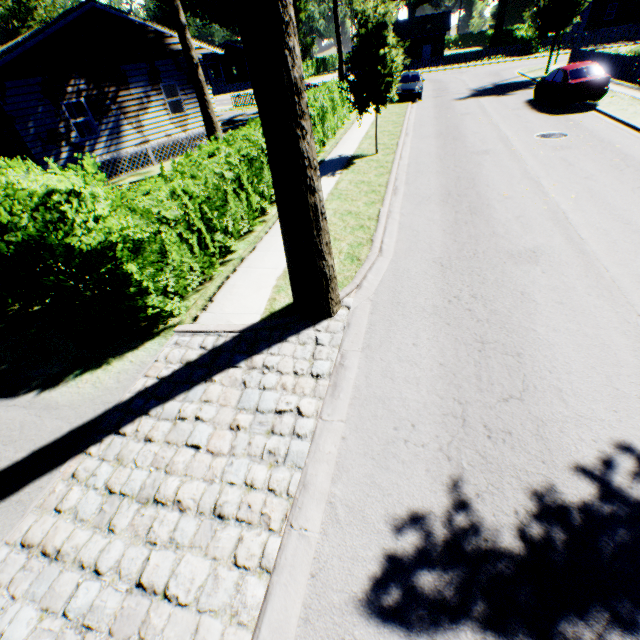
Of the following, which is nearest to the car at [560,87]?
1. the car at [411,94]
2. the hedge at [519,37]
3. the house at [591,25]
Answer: the car at [411,94]

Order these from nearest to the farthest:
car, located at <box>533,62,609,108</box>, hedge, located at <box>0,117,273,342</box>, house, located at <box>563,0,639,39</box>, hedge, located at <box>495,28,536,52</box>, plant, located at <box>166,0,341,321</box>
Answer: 1. plant, located at <box>166,0,341,321</box>
2. hedge, located at <box>0,117,273,342</box>
3. car, located at <box>533,62,609,108</box>
4. hedge, located at <box>495,28,536,52</box>
5. house, located at <box>563,0,639,39</box>

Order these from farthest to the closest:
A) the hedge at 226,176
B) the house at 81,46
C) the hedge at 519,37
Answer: the hedge at 519,37, the house at 81,46, the hedge at 226,176

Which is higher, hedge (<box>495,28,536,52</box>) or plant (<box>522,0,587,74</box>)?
plant (<box>522,0,587,74</box>)

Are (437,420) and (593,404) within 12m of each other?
yes

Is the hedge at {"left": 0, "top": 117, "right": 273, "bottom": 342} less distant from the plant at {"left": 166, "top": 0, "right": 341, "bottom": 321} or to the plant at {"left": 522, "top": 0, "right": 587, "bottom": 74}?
the plant at {"left": 166, "top": 0, "right": 341, "bottom": 321}

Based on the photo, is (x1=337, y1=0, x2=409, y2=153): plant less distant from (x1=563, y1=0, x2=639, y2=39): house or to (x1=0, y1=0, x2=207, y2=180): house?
(x1=0, y1=0, x2=207, y2=180): house

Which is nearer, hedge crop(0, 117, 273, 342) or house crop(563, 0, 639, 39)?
hedge crop(0, 117, 273, 342)
